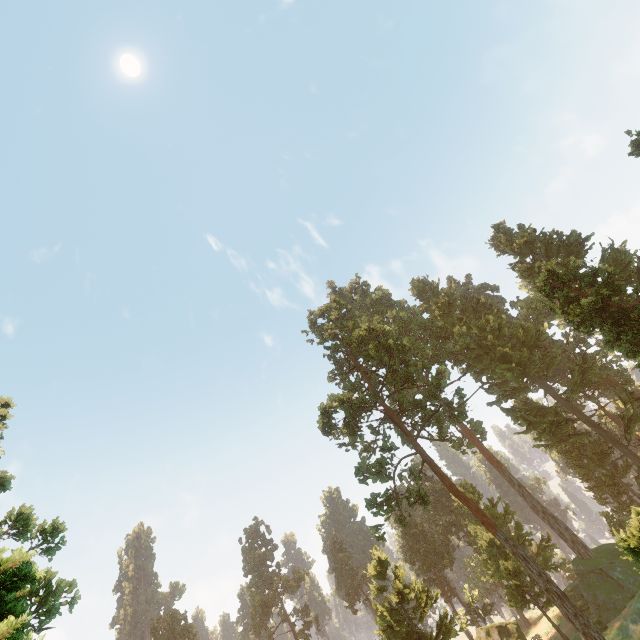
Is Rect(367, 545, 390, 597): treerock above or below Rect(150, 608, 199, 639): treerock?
below

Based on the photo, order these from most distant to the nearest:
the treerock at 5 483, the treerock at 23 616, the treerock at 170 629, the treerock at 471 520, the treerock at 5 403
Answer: the treerock at 170 629 → the treerock at 471 520 → the treerock at 5 403 → the treerock at 5 483 → the treerock at 23 616

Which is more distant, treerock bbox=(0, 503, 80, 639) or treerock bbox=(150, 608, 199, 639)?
treerock bbox=(150, 608, 199, 639)

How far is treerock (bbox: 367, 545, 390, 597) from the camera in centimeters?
3506cm

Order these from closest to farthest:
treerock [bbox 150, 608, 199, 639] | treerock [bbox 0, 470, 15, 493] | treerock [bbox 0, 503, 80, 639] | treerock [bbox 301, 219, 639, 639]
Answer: treerock [bbox 0, 503, 80, 639]
treerock [bbox 0, 470, 15, 493]
treerock [bbox 301, 219, 639, 639]
treerock [bbox 150, 608, 199, 639]

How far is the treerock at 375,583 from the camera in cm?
3506

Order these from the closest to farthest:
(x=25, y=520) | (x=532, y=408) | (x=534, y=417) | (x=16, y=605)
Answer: (x=16, y=605), (x=25, y=520), (x=532, y=408), (x=534, y=417)
